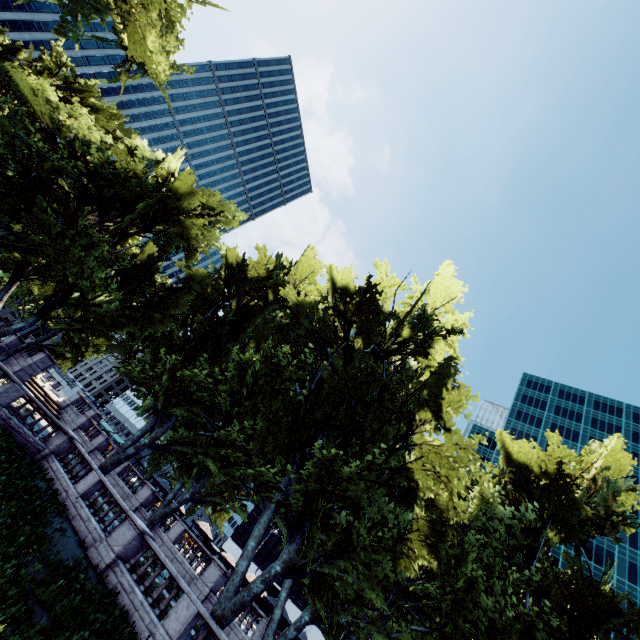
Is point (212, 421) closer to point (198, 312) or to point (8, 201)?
point (198, 312)

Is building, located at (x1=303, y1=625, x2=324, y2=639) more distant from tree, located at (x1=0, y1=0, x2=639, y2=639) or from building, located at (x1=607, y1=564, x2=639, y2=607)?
tree, located at (x1=0, y1=0, x2=639, y2=639)

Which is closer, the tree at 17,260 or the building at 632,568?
the tree at 17,260

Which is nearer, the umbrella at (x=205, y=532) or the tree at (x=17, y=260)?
the tree at (x=17, y=260)

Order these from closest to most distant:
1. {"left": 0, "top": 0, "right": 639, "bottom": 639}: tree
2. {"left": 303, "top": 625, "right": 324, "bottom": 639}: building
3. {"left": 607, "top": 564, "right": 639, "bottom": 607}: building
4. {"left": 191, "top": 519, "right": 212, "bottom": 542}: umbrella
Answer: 1. {"left": 0, "top": 0, "right": 639, "bottom": 639}: tree
2. {"left": 191, "top": 519, "right": 212, "bottom": 542}: umbrella
3. {"left": 607, "top": 564, "right": 639, "bottom": 607}: building
4. {"left": 303, "top": 625, "right": 324, "bottom": 639}: building

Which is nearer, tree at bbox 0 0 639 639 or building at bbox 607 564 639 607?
tree at bbox 0 0 639 639

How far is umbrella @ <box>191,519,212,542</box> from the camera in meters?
29.2 m

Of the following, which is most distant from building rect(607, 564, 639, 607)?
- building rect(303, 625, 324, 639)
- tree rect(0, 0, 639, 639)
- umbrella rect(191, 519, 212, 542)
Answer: umbrella rect(191, 519, 212, 542)
